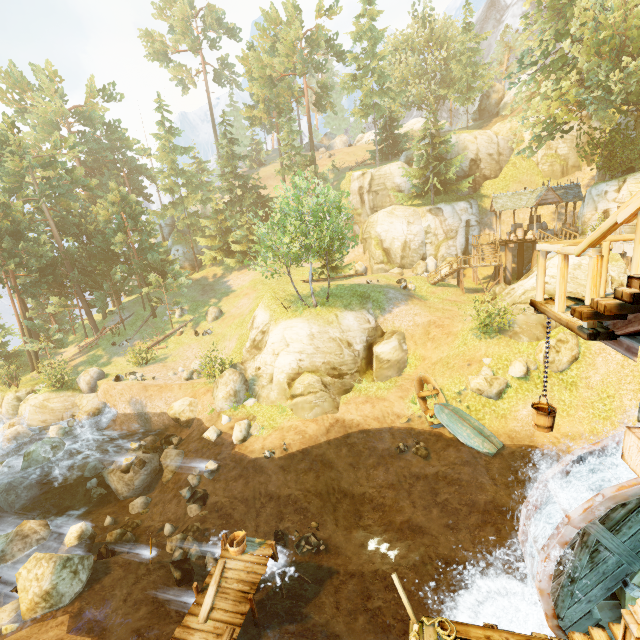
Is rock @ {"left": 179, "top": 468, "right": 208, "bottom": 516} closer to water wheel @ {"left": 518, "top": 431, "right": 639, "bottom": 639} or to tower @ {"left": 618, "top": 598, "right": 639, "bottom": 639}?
water wheel @ {"left": 518, "top": 431, "right": 639, "bottom": 639}

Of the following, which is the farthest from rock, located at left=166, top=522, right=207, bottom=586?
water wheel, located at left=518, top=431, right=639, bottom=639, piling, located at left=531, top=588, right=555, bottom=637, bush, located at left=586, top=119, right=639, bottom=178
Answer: bush, located at left=586, top=119, right=639, bottom=178

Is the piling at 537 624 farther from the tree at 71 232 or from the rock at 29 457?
the rock at 29 457

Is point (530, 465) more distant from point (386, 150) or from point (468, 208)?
point (386, 150)

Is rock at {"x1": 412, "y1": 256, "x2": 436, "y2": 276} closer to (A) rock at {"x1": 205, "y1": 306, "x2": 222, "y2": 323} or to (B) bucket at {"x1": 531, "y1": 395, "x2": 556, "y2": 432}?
(A) rock at {"x1": 205, "y1": 306, "x2": 222, "y2": 323}

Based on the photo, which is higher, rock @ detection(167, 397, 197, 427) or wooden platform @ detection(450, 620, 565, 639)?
wooden platform @ detection(450, 620, 565, 639)

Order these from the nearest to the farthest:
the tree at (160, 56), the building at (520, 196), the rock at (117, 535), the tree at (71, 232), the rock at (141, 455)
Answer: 1. the rock at (117, 535)
2. the rock at (141, 455)
3. the building at (520, 196)
4. the tree at (71, 232)
5. the tree at (160, 56)

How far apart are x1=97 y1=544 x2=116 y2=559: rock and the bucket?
16.2m
